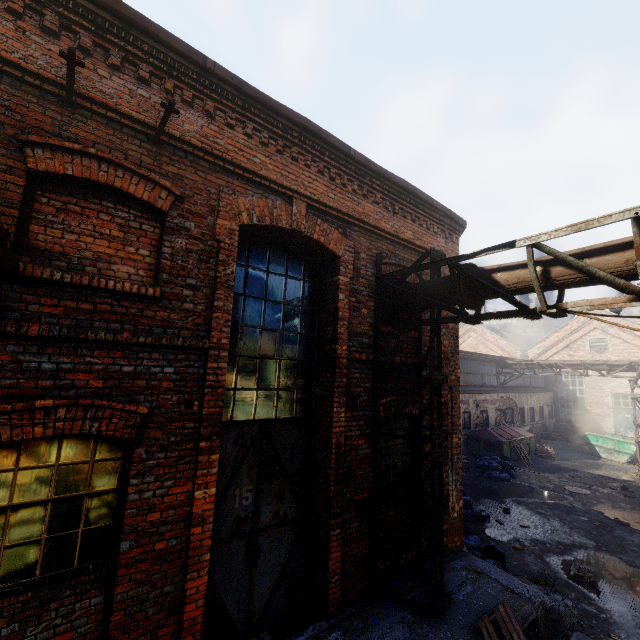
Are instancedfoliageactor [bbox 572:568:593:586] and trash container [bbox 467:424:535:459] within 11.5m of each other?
yes

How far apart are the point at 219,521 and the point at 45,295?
3.6m

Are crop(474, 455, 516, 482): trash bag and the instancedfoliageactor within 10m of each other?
yes

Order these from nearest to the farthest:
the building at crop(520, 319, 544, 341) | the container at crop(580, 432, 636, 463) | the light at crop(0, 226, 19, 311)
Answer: the light at crop(0, 226, 19, 311), the container at crop(580, 432, 636, 463), the building at crop(520, 319, 544, 341)

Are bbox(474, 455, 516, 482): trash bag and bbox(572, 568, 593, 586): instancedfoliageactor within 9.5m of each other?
yes

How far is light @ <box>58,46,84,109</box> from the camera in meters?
2.9 m

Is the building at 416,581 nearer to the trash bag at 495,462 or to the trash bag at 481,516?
the trash bag at 481,516

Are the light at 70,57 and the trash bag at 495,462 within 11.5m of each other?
no
